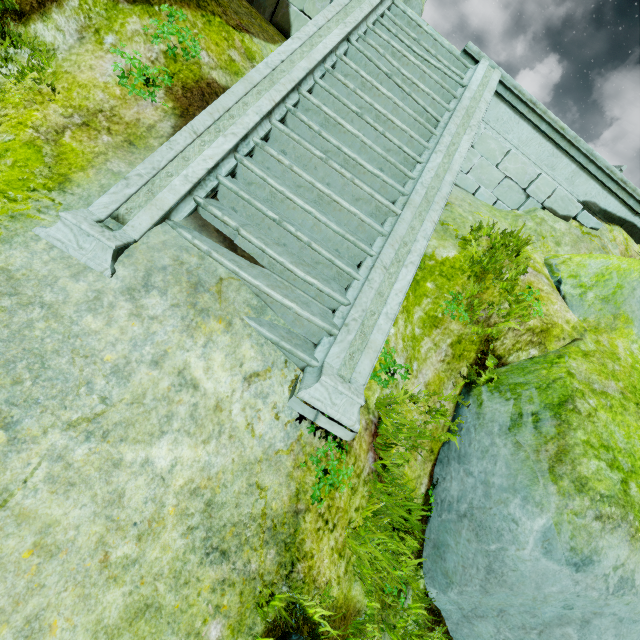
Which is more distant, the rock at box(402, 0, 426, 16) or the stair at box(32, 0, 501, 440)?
the rock at box(402, 0, 426, 16)

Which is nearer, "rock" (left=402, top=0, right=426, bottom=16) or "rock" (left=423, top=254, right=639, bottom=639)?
"rock" (left=423, top=254, right=639, bottom=639)

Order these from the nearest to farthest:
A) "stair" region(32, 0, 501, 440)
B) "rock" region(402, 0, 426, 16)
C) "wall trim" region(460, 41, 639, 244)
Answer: "stair" region(32, 0, 501, 440)
"wall trim" region(460, 41, 639, 244)
"rock" region(402, 0, 426, 16)

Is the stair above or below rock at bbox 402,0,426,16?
below

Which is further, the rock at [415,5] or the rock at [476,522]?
the rock at [415,5]

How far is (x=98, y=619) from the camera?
2.0 meters

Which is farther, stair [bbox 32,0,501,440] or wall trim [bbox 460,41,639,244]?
wall trim [bbox 460,41,639,244]

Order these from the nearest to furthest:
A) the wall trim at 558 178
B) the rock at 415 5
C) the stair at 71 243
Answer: the stair at 71 243 < the wall trim at 558 178 < the rock at 415 5
